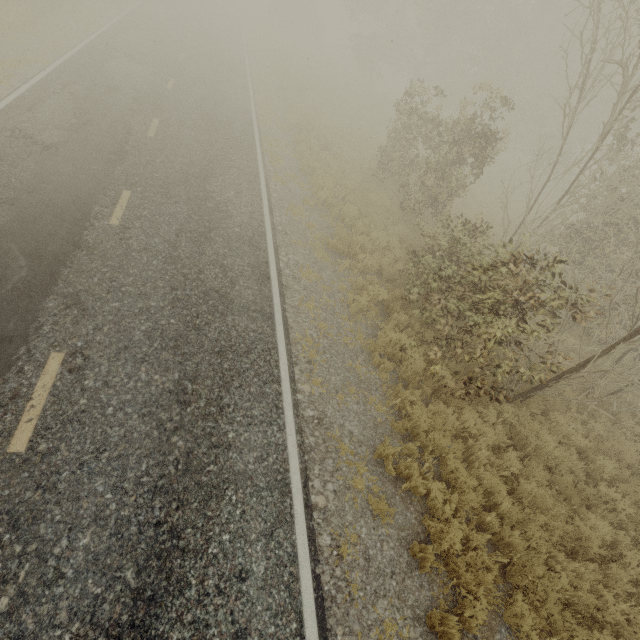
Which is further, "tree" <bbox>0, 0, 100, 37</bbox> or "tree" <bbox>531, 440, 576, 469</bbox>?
"tree" <bbox>0, 0, 100, 37</bbox>

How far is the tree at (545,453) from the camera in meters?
7.1

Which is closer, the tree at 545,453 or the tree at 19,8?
the tree at 545,453

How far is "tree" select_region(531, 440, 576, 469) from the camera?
7.1 meters

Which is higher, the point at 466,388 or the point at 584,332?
the point at 584,332
